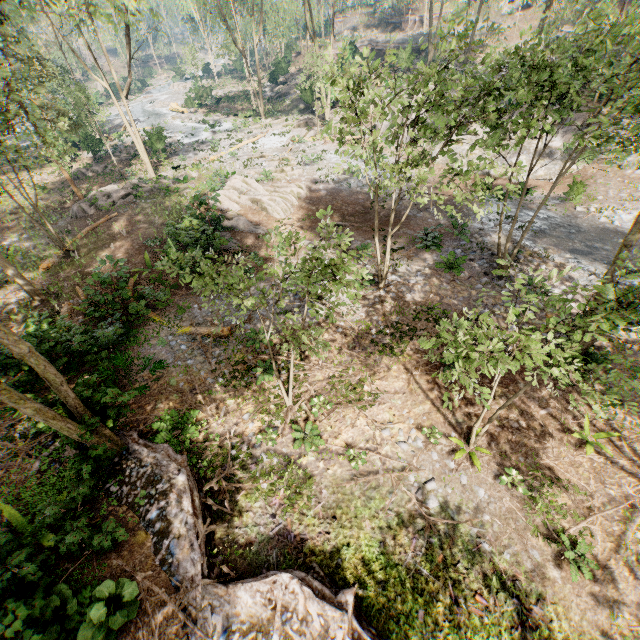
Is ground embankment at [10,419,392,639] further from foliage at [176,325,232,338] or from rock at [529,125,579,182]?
rock at [529,125,579,182]

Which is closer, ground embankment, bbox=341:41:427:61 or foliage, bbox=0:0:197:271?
foliage, bbox=0:0:197:271

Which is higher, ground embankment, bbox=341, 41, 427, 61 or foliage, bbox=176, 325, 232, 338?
ground embankment, bbox=341, 41, 427, 61

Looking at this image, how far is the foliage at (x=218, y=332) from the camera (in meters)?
13.69

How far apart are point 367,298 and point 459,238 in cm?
689

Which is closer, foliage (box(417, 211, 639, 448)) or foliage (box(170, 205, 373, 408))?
foliage (box(417, 211, 639, 448))

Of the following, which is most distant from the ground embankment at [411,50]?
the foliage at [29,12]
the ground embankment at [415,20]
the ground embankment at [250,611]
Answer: the ground embankment at [250,611]

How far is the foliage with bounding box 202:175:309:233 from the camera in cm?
2003
